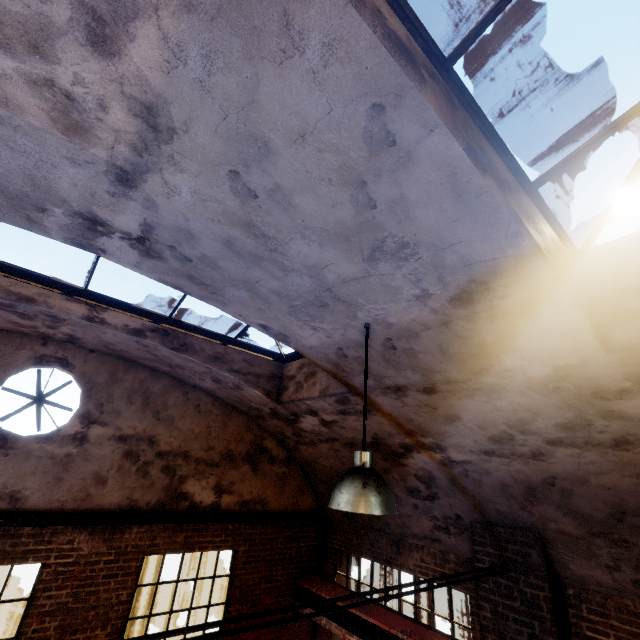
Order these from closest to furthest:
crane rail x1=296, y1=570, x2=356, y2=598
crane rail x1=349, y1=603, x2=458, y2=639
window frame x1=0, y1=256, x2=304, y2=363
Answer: window frame x1=0, y1=256, x2=304, y2=363
crane rail x1=349, y1=603, x2=458, y2=639
crane rail x1=296, y1=570, x2=356, y2=598

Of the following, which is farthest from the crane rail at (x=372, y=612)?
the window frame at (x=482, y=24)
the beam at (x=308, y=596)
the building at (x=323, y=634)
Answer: the window frame at (x=482, y=24)

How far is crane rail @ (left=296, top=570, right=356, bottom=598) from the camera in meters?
6.3

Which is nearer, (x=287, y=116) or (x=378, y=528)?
(x=287, y=116)

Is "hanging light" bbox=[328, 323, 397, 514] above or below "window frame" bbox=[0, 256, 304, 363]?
below

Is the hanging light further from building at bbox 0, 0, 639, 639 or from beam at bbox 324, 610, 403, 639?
beam at bbox 324, 610, 403, 639

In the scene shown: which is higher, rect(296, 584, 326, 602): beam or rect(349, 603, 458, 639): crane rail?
rect(349, 603, 458, 639): crane rail

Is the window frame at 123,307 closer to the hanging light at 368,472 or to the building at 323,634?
the hanging light at 368,472
